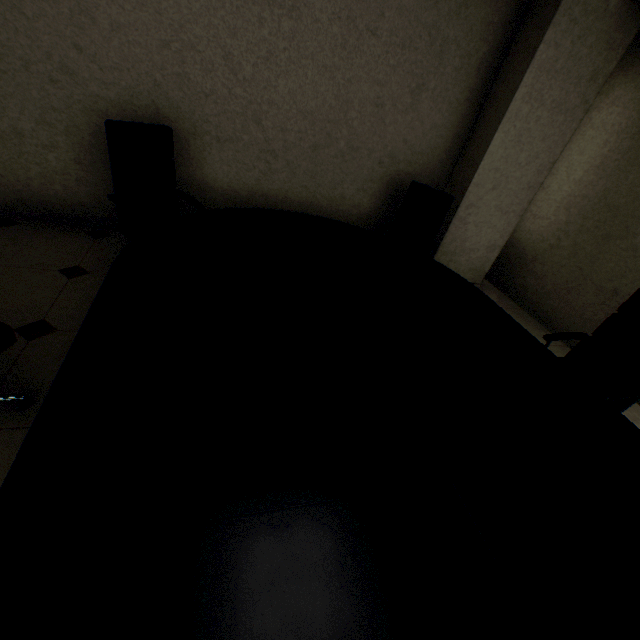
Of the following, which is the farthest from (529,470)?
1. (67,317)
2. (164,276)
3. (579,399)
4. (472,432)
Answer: (67,317)

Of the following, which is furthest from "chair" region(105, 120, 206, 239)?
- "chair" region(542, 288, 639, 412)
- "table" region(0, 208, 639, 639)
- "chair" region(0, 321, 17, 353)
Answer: "chair" region(542, 288, 639, 412)

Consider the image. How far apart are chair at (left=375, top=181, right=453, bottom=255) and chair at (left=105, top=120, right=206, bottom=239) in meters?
1.7

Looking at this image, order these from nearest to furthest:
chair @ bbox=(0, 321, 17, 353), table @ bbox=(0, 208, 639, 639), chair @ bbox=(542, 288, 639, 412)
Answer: table @ bbox=(0, 208, 639, 639) < chair @ bbox=(0, 321, 17, 353) < chair @ bbox=(542, 288, 639, 412)

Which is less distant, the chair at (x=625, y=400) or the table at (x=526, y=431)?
the table at (x=526, y=431)

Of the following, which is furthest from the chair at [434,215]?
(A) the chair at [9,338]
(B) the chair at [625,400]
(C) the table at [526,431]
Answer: (A) the chair at [9,338]

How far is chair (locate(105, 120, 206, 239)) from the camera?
2.2 meters

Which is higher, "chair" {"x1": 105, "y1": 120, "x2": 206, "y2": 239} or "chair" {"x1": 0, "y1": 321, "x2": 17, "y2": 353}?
"chair" {"x1": 105, "y1": 120, "x2": 206, "y2": 239}
